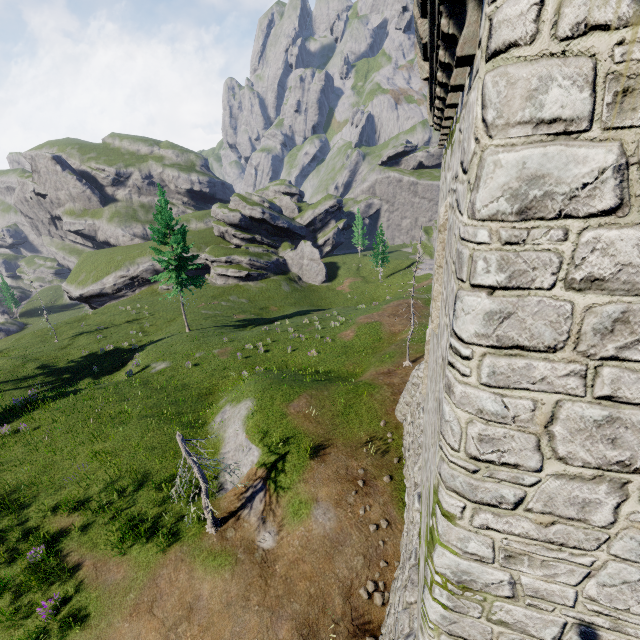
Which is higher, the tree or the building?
the building

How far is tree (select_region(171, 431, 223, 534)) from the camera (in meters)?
10.92

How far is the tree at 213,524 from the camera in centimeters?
1092cm

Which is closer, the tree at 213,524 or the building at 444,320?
the building at 444,320

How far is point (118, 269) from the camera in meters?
58.8 m

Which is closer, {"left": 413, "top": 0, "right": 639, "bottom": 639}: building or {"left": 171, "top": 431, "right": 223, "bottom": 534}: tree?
{"left": 413, "top": 0, "right": 639, "bottom": 639}: building
